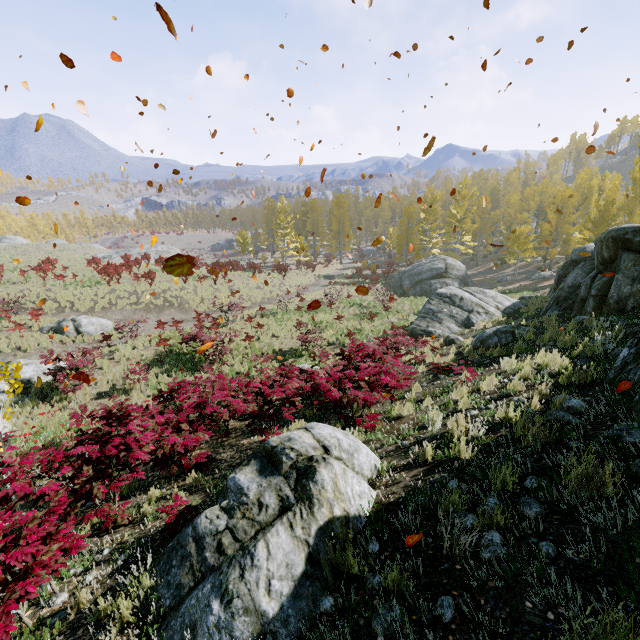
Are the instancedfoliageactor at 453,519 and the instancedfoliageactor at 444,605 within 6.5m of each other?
yes

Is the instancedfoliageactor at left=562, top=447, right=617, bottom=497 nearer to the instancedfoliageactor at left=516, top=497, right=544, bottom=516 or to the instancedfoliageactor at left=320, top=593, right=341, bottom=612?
the instancedfoliageactor at left=516, top=497, right=544, bottom=516

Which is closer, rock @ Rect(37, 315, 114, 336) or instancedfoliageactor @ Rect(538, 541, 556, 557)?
instancedfoliageactor @ Rect(538, 541, 556, 557)

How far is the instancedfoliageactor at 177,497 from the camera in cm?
419

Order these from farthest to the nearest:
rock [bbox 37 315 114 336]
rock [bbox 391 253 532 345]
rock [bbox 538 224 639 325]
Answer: rock [bbox 37 315 114 336], rock [bbox 391 253 532 345], rock [bbox 538 224 639 325]

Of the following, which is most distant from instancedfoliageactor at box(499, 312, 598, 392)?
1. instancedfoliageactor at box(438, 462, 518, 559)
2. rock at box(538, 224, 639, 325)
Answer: instancedfoliageactor at box(438, 462, 518, 559)

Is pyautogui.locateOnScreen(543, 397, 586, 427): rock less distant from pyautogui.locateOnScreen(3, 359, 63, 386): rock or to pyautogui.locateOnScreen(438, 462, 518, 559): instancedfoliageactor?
pyautogui.locateOnScreen(438, 462, 518, 559): instancedfoliageactor

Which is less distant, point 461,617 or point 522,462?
point 461,617
